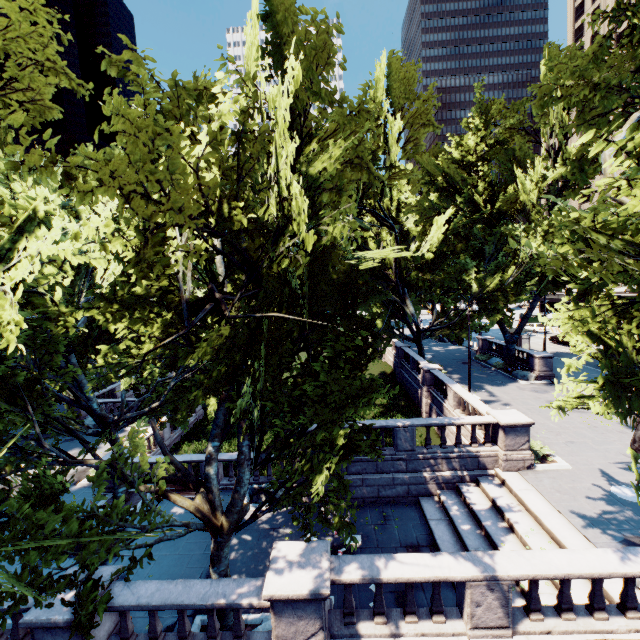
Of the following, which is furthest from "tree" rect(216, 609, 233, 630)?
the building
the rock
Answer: the building

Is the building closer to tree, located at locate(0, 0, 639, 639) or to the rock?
tree, located at locate(0, 0, 639, 639)

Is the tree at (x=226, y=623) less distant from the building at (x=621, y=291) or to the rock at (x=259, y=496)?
the rock at (x=259, y=496)

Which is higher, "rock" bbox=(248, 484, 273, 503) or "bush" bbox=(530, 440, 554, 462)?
"bush" bbox=(530, 440, 554, 462)

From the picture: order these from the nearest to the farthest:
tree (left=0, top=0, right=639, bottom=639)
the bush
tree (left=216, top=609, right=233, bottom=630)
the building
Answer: tree (left=0, top=0, right=639, bottom=639), tree (left=216, top=609, right=233, bottom=630), the bush, the building

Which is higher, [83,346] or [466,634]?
[83,346]

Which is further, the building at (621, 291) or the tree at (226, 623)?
the building at (621, 291)
